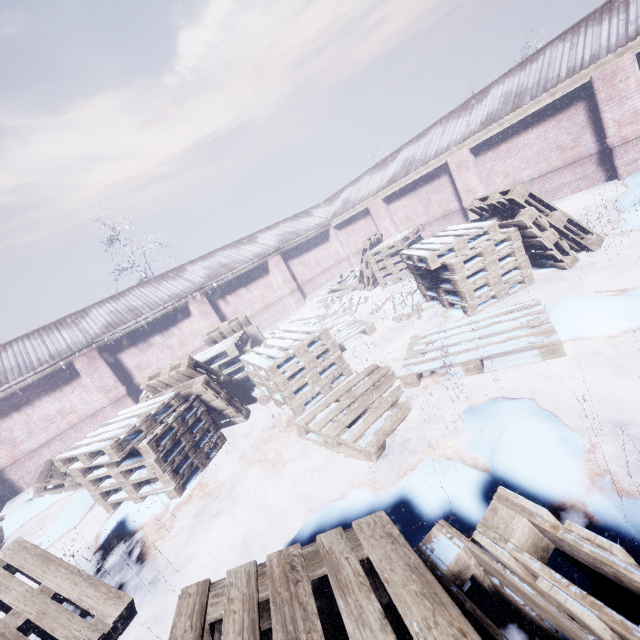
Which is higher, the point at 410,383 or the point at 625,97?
the point at 625,97

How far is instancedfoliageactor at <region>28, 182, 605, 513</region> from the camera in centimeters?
317cm

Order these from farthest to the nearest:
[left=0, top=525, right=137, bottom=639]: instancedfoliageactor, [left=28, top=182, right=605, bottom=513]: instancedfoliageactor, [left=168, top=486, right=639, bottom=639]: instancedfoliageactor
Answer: [left=28, top=182, right=605, bottom=513]: instancedfoliageactor → [left=0, top=525, right=137, bottom=639]: instancedfoliageactor → [left=168, top=486, right=639, bottom=639]: instancedfoliageactor

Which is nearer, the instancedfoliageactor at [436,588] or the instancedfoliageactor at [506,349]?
the instancedfoliageactor at [436,588]

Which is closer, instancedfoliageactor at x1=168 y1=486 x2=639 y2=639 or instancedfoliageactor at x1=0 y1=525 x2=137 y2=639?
instancedfoliageactor at x1=168 y1=486 x2=639 y2=639

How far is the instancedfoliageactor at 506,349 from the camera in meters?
3.2 m
